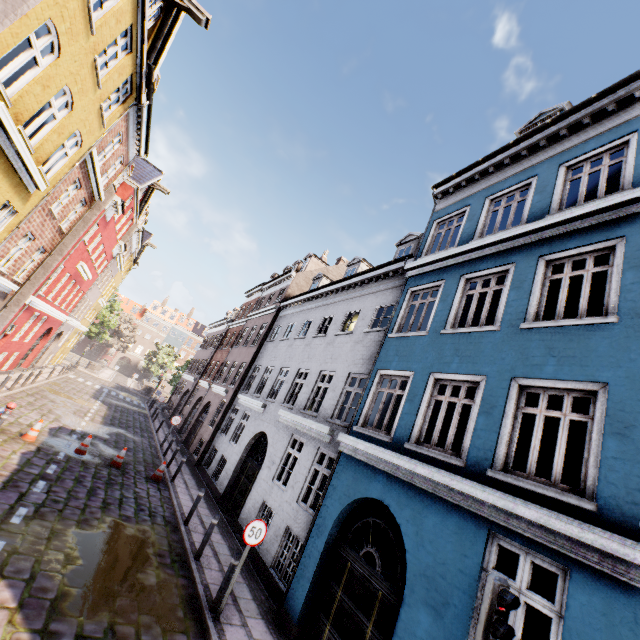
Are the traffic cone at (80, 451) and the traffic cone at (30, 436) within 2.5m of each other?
yes

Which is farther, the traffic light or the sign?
the sign

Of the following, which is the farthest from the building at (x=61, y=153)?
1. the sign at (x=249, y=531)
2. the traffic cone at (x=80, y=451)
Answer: the traffic cone at (x=80, y=451)

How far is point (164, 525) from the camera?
9.7m

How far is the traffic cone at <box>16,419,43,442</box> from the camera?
11.1 meters

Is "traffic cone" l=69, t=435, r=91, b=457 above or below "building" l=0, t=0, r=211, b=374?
below

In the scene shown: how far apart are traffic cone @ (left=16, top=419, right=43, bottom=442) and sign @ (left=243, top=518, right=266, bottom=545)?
9.4m

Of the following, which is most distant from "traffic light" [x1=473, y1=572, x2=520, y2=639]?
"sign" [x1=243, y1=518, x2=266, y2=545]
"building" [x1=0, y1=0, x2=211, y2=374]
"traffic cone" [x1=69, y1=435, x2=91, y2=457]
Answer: "traffic cone" [x1=69, y1=435, x2=91, y2=457]
